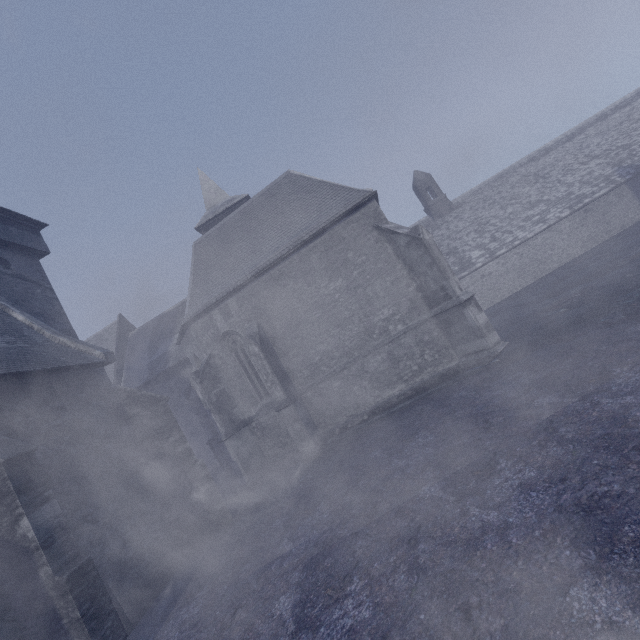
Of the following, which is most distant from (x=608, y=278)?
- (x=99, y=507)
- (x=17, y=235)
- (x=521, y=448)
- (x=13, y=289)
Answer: (x=17, y=235)
